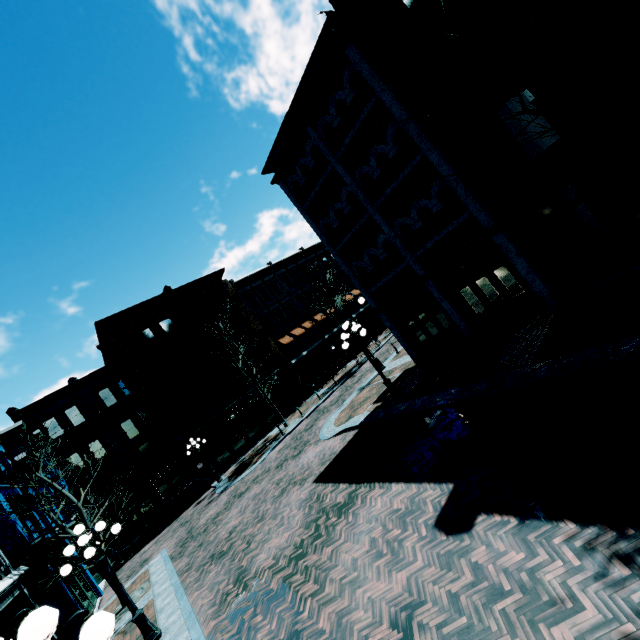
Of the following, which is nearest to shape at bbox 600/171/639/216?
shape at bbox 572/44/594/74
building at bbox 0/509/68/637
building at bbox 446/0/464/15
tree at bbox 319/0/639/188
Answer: shape at bbox 572/44/594/74

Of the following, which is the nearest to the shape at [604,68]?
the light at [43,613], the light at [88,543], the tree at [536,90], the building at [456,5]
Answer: the building at [456,5]

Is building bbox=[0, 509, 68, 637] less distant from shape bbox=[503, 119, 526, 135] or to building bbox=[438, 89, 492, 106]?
building bbox=[438, 89, 492, 106]

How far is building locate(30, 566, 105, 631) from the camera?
12.2 meters

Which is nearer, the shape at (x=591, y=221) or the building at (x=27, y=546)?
the building at (x=27, y=546)

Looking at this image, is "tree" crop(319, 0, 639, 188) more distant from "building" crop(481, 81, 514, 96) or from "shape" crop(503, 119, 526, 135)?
"shape" crop(503, 119, 526, 135)

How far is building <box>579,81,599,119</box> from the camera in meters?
8.1 m

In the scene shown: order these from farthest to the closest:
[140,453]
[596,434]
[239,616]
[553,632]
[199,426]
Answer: [140,453] < [199,426] < [239,616] < [596,434] < [553,632]
